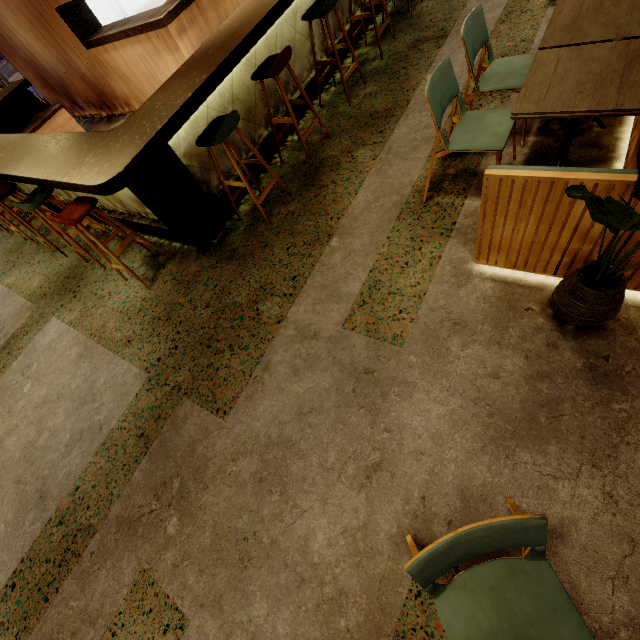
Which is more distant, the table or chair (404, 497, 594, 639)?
the table

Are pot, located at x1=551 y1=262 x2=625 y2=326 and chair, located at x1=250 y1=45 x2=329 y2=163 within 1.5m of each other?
no

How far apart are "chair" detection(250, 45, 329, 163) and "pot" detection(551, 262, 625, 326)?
2.76m

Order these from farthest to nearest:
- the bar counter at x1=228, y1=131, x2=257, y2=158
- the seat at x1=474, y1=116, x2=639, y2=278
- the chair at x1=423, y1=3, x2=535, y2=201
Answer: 1. the bar counter at x1=228, y1=131, x2=257, y2=158
2. the chair at x1=423, y1=3, x2=535, y2=201
3. the seat at x1=474, y1=116, x2=639, y2=278

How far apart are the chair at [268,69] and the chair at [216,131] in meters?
0.5 m

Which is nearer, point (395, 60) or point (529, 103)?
point (529, 103)

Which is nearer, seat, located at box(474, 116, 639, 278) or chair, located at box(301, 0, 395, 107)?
seat, located at box(474, 116, 639, 278)

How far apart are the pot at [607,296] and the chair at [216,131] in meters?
Result: 2.5 m
